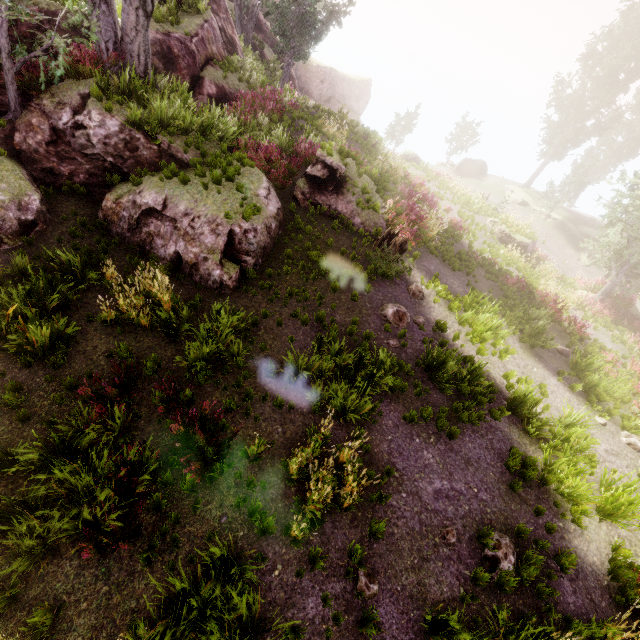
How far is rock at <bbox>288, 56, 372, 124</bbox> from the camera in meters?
37.7

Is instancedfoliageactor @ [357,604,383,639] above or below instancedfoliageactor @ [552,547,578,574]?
below

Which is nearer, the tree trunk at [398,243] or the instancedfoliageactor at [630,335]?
the instancedfoliageactor at [630,335]

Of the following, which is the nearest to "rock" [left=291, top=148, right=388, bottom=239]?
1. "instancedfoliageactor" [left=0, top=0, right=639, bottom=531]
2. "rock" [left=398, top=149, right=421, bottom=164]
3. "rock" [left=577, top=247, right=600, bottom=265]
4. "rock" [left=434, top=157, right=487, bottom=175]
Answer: "instancedfoliageactor" [left=0, top=0, right=639, bottom=531]

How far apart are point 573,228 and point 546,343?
21.9m

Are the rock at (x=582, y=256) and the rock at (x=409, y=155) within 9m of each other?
no

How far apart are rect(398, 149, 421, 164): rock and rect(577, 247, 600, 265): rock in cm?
1631
